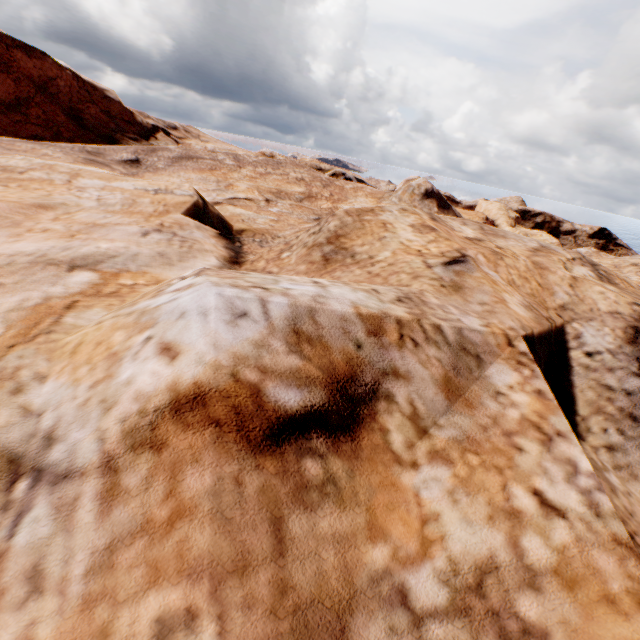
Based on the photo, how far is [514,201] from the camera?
58.3m
